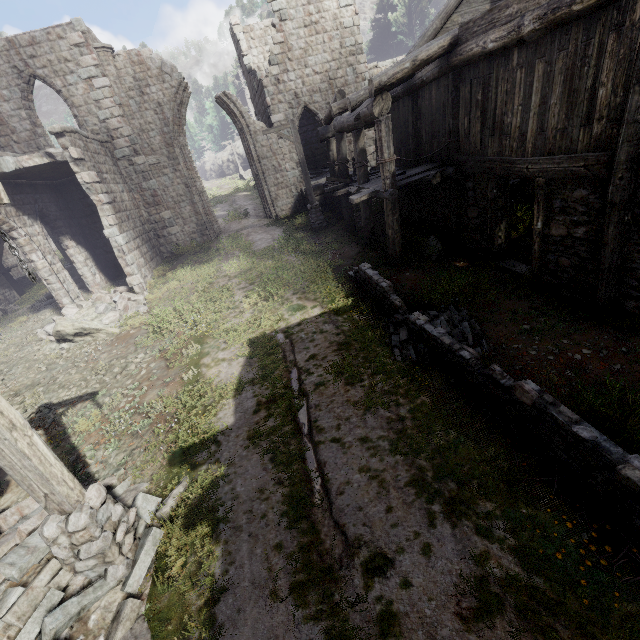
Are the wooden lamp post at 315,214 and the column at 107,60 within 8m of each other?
yes

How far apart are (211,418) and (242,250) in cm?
1074

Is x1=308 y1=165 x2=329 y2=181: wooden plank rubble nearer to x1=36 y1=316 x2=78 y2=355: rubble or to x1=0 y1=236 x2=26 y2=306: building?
x1=0 y1=236 x2=26 y2=306: building

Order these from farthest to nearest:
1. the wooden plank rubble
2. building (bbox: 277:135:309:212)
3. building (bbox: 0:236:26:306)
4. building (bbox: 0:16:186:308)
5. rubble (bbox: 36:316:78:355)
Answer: building (bbox: 0:236:26:306) < the wooden plank rubble < building (bbox: 277:135:309:212) < building (bbox: 0:16:186:308) < rubble (bbox: 36:316:78:355)

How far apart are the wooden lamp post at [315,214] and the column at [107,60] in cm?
671

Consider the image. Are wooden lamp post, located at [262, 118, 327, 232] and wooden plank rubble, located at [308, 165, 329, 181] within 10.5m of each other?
yes

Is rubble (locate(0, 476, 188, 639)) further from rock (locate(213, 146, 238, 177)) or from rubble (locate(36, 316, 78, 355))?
rock (locate(213, 146, 238, 177))

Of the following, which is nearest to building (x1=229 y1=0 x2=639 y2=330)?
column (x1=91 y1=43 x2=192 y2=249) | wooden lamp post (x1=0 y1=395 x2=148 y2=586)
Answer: column (x1=91 y1=43 x2=192 y2=249)
